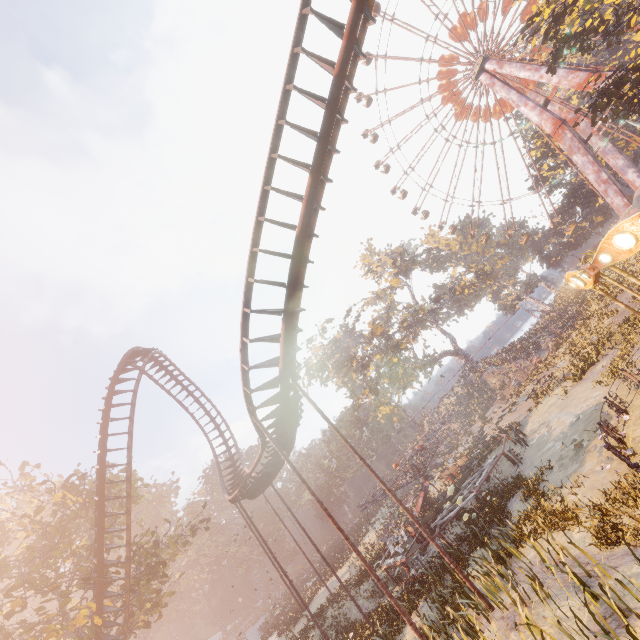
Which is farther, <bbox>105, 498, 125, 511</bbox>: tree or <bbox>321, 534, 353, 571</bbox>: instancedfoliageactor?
<bbox>321, 534, 353, 571</bbox>: instancedfoliageactor

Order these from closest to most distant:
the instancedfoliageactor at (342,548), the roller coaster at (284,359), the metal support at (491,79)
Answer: the roller coaster at (284,359) < the metal support at (491,79) < the instancedfoliageactor at (342,548)

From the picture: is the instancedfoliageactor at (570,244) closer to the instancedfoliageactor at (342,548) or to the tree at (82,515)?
the instancedfoliageactor at (342,548)

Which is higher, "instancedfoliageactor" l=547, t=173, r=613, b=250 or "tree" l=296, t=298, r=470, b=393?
"tree" l=296, t=298, r=470, b=393

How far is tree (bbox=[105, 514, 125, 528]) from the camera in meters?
22.1

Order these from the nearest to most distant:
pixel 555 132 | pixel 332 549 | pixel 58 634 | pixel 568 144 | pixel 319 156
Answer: pixel 319 156, pixel 58 634, pixel 568 144, pixel 555 132, pixel 332 549

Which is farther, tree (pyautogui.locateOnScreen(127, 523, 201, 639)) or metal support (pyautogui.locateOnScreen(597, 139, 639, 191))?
metal support (pyautogui.locateOnScreen(597, 139, 639, 191))

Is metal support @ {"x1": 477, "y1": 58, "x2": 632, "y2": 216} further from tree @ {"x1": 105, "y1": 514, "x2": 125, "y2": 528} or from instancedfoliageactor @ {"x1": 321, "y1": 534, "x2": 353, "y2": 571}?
tree @ {"x1": 105, "y1": 514, "x2": 125, "y2": 528}
